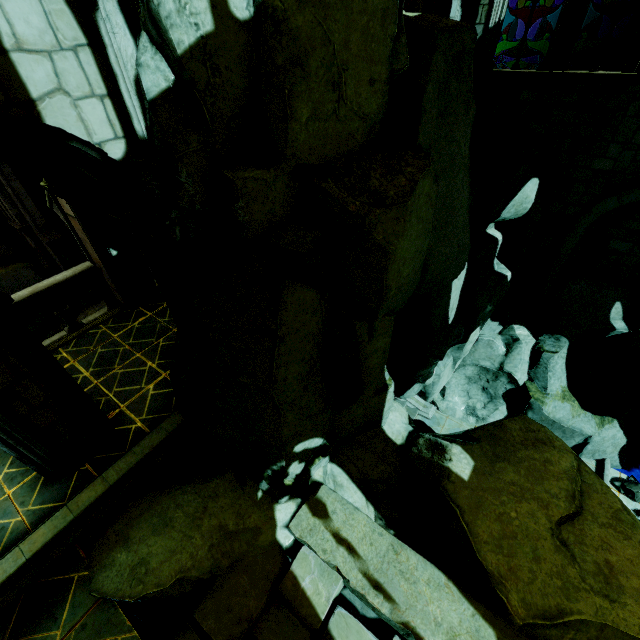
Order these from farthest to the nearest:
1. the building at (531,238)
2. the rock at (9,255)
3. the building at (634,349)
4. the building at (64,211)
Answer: the rock at (9,255) → the building at (634,349) → the building at (531,238) → the building at (64,211)

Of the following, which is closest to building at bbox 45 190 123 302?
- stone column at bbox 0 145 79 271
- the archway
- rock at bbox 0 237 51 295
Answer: the archway

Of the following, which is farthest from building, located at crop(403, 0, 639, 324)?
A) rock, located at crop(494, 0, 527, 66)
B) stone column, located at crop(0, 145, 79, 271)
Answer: rock, located at crop(494, 0, 527, 66)

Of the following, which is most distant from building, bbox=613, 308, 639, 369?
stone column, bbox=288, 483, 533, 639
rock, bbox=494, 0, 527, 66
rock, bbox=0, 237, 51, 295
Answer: rock, bbox=494, 0, 527, 66

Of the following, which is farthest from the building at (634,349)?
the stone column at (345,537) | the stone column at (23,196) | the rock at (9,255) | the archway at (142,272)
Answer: the stone column at (23,196)

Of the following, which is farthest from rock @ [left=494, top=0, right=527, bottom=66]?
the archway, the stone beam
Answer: the stone beam

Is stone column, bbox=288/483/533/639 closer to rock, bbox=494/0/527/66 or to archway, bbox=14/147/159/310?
archway, bbox=14/147/159/310

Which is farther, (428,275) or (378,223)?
(428,275)
